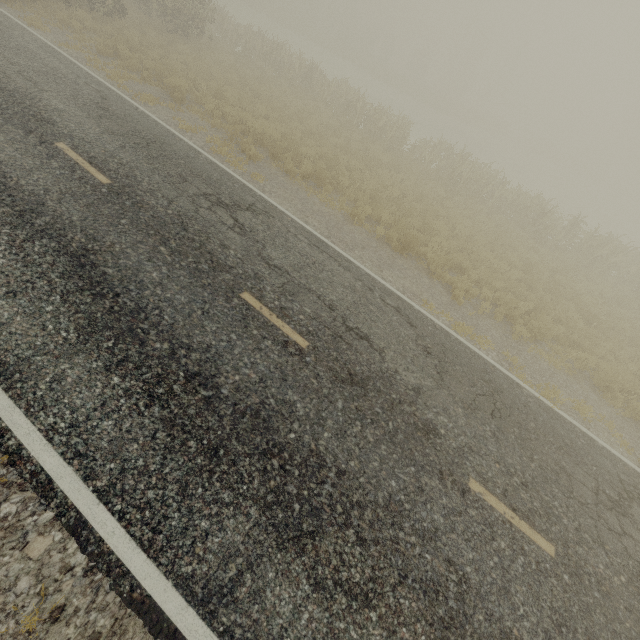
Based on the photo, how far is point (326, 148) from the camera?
13.5 meters
